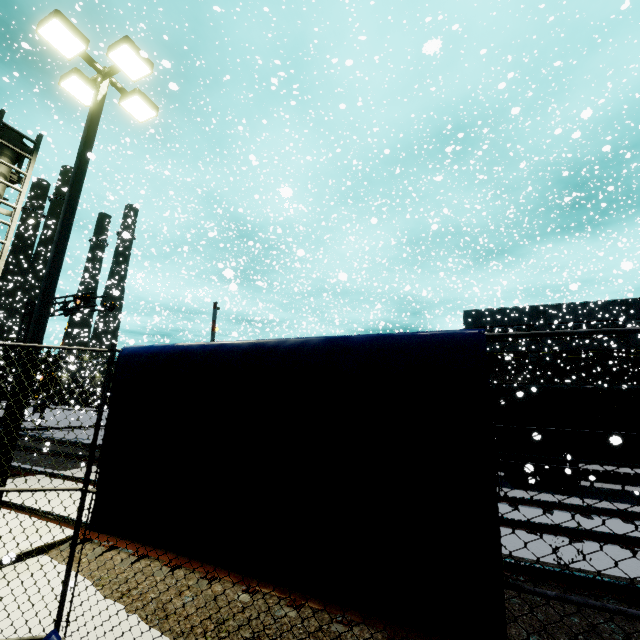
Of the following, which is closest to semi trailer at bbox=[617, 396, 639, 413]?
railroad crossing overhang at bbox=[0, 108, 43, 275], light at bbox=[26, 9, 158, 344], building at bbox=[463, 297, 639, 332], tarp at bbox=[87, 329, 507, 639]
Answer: building at bbox=[463, 297, 639, 332]

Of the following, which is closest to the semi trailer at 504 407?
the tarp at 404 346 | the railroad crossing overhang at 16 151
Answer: the tarp at 404 346

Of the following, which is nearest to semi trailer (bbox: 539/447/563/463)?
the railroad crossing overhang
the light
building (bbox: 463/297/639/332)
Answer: building (bbox: 463/297/639/332)

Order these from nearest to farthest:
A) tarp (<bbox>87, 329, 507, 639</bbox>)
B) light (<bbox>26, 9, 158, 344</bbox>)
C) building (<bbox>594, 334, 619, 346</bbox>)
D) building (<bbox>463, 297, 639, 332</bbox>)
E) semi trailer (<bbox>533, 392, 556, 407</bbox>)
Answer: tarp (<bbox>87, 329, 507, 639</bbox>) → light (<bbox>26, 9, 158, 344</bbox>) → semi trailer (<bbox>533, 392, 556, 407</bbox>) → building (<bbox>594, 334, 619, 346</bbox>) → building (<bbox>463, 297, 639, 332</bbox>)

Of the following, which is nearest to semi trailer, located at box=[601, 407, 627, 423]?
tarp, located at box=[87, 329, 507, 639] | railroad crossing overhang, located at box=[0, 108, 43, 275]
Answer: tarp, located at box=[87, 329, 507, 639]

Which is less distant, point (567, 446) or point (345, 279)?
point (345, 279)

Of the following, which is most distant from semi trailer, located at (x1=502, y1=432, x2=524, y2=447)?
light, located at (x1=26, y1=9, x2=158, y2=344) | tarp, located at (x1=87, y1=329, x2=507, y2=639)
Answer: light, located at (x1=26, y1=9, x2=158, y2=344)

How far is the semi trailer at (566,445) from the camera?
11.9 meters
